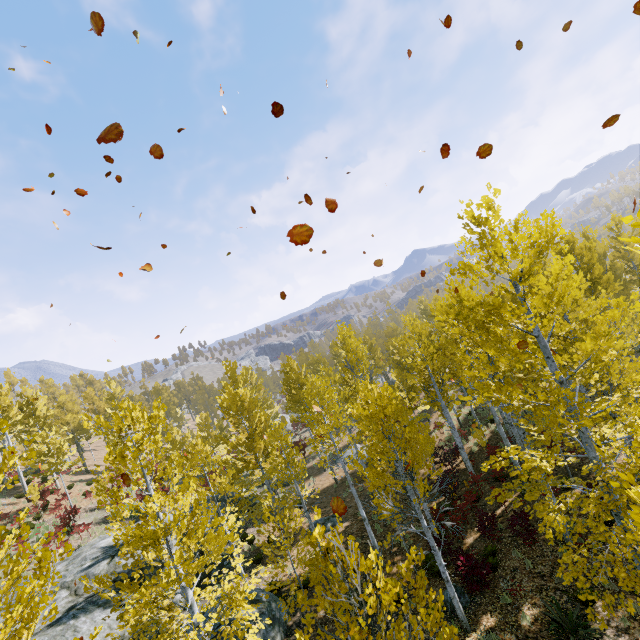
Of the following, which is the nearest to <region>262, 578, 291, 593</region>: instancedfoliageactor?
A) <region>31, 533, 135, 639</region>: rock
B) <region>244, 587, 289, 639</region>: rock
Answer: <region>31, 533, 135, 639</region>: rock

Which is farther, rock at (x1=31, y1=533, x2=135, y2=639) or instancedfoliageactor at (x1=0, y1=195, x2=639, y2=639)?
rock at (x1=31, y1=533, x2=135, y2=639)

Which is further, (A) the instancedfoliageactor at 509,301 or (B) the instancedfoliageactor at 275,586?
(B) the instancedfoliageactor at 275,586

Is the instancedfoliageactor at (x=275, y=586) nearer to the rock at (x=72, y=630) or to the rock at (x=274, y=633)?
the rock at (x=72, y=630)

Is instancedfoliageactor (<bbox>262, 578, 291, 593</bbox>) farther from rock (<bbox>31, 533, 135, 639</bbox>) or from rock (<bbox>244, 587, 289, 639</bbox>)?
rock (<bbox>244, 587, 289, 639</bbox>)

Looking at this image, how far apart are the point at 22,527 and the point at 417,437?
28.1m

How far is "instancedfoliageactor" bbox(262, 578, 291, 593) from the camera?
10.9m
